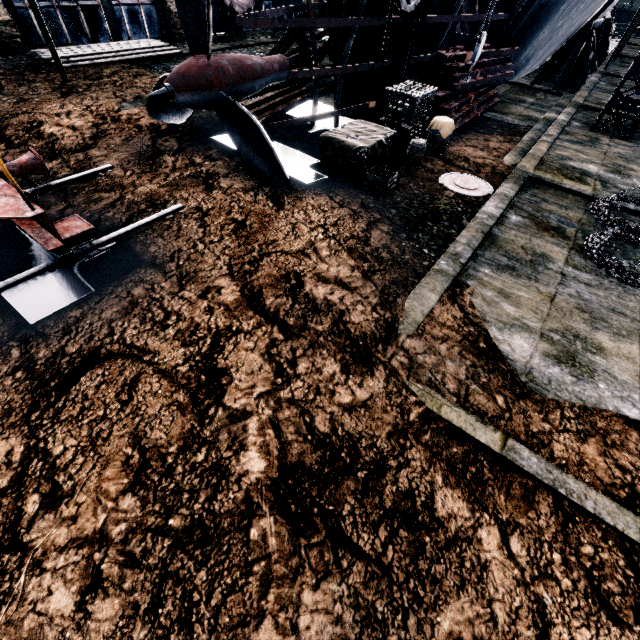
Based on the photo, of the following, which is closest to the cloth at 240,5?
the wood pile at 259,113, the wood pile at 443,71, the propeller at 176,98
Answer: the wood pile at 259,113

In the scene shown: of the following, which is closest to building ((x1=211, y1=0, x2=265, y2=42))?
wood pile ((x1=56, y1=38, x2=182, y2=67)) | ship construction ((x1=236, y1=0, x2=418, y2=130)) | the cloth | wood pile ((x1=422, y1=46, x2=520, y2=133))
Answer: the cloth

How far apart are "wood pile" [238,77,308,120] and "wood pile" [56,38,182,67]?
6.9m

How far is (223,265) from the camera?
6.3 meters

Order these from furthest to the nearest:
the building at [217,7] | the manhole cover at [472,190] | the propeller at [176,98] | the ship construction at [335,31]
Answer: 1. the building at [217,7]
2. the manhole cover at [472,190]
3. the ship construction at [335,31]
4. the propeller at [176,98]

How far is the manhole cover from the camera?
10.20m

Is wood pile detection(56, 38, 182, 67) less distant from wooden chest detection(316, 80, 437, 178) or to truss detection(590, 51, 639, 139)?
truss detection(590, 51, 639, 139)

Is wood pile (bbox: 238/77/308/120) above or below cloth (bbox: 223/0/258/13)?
below
